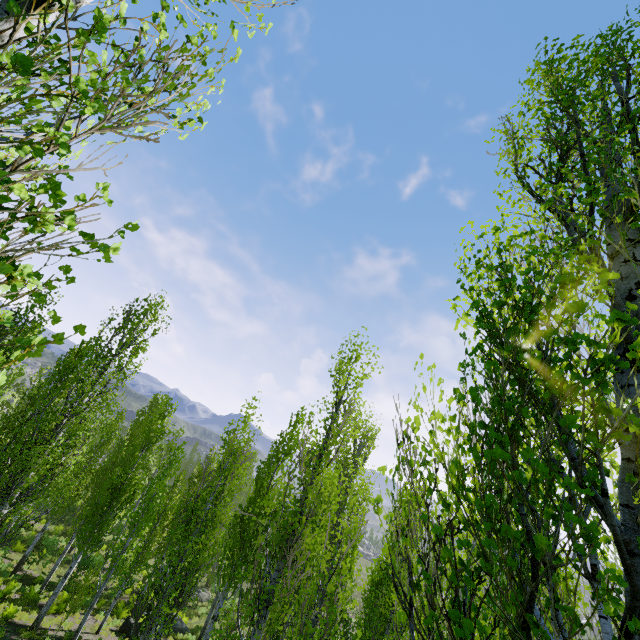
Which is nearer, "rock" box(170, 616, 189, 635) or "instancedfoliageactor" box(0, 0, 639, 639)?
"instancedfoliageactor" box(0, 0, 639, 639)

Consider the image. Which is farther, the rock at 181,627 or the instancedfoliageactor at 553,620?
the rock at 181,627

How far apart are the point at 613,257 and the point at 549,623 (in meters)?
3.71

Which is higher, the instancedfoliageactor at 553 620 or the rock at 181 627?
the instancedfoliageactor at 553 620

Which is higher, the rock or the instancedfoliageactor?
the instancedfoliageactor
